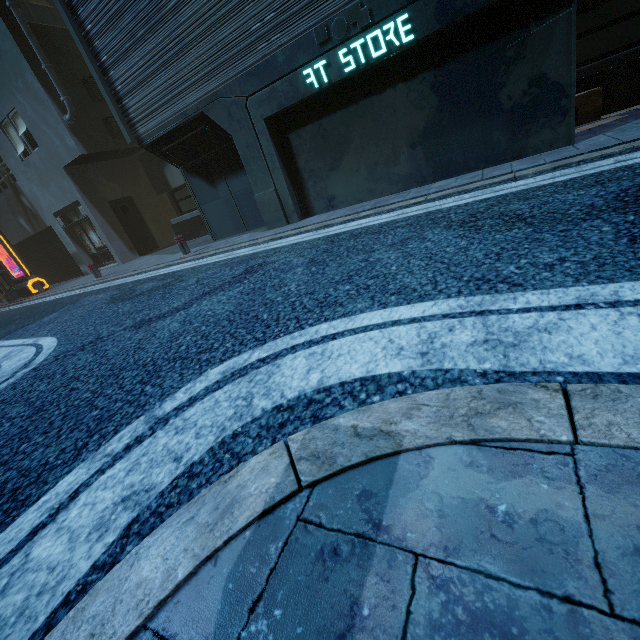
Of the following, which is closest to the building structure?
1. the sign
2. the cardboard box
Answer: the sign

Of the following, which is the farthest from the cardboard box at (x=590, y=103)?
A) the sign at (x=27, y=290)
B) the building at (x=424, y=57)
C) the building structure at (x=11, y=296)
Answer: the building structure at (x=11, y=296)

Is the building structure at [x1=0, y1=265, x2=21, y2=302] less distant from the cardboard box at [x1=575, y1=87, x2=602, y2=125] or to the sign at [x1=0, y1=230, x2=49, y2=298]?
the sign at [x1=0, y1=230, x2=49, y2=298]

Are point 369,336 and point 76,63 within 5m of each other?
no

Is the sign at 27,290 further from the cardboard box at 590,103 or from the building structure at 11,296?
the cardboard box at 590,103

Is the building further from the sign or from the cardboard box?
the sign

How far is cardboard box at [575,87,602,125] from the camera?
6.2m
